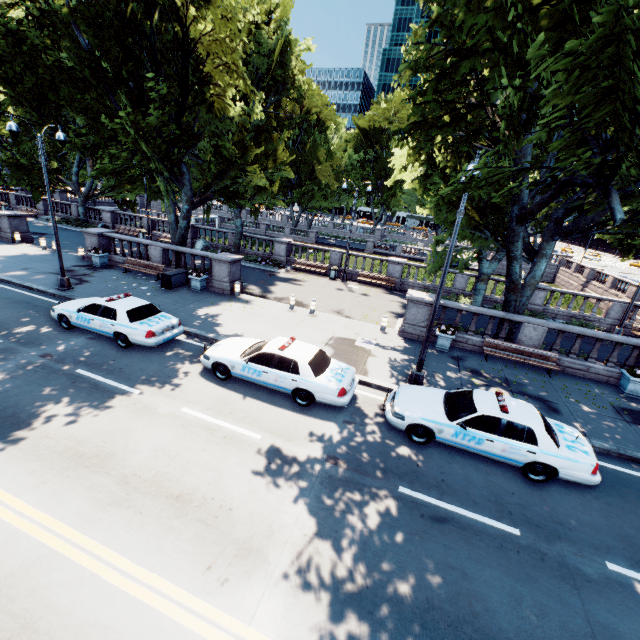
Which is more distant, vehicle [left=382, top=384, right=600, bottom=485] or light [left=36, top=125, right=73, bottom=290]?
light [left=36, top=125, right=73, bottom=290]

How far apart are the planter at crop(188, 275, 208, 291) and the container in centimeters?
66cm

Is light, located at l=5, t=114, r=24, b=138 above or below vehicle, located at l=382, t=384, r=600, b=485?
above

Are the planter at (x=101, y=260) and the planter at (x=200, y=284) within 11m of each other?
yes

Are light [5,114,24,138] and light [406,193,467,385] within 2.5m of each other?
no

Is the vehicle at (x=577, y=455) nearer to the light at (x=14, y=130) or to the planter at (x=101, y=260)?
the light at (x=14, y=130)

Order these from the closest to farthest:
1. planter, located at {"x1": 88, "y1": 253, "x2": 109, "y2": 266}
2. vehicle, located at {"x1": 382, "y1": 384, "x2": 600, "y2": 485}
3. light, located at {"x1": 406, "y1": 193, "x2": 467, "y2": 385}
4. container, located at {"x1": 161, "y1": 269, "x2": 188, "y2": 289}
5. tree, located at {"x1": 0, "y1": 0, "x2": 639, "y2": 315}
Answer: tree, located at {"x1": 0, "y1": 0, "x2": 639, "y2": 315}
vehicle, located at {"x1": 382, "y1": 384, "x2": 600, "y2": 485}
light, located at {"x1": 406, "y1": 193, "x2": 467, "y2": 385}
container, located at {"x1": 161, "y1": 269, "x2": 188, "y2": 289}
planter, located at {"x1": 88, "y1": 253, "x2": 109, "y2": 266}

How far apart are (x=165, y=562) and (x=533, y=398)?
12.39m
